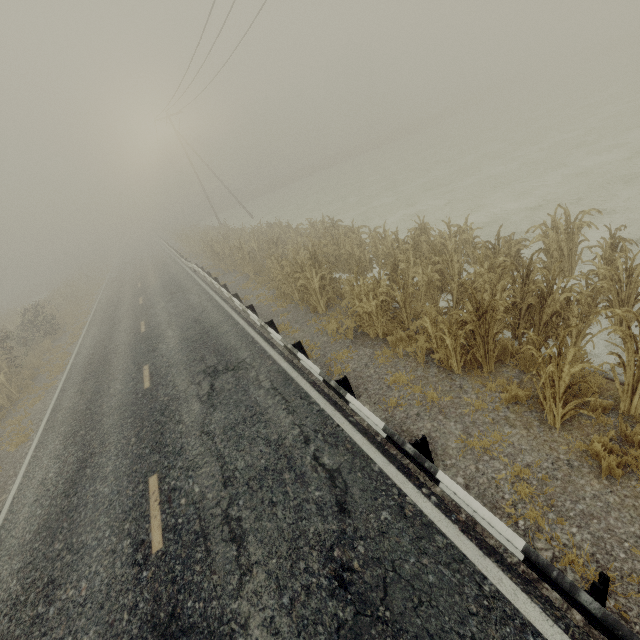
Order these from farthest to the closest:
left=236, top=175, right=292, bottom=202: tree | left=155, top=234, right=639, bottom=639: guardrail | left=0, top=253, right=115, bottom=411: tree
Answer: left=236, top=175, right=292, bottom=202: tree, left=0, top=253, right=115, bottom=411: tree, left=155, top=234, right=639, bottom=639: guardrail

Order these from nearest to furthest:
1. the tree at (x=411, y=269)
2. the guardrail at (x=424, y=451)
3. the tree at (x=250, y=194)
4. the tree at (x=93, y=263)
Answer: the guardrail at (x=424, y=451), the tree at (x=411, y=269), the tree at (x=93, y=263), the tree at (x=250, y=194)

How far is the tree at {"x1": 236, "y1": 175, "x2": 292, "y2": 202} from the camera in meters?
58.3 m

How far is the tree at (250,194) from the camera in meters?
58.3 m

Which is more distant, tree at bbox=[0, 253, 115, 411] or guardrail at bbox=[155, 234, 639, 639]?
tree at bbox=[0, 253, 115, 411]

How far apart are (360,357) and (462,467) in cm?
357

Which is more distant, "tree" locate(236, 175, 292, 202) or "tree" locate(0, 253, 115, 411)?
"tree" locate(236, 175, 292, 202)
